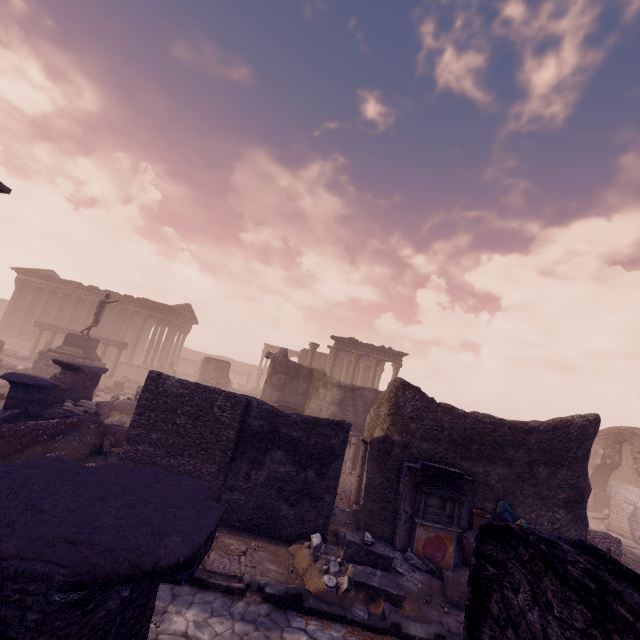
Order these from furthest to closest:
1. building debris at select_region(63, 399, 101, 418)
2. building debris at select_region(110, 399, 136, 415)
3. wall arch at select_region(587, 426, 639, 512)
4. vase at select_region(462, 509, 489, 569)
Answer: wall arch at select_region(587, 426, 639, 512) < building debris at select_region(110, 399, 136, 415) < building debris at select_region(63, 399, 101, 418) < vase at select_region(462, 509, 489, 569)

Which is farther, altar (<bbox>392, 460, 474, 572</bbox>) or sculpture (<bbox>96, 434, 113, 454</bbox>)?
sculpture (<bbox>96, 434, 113, 454</bbox>)

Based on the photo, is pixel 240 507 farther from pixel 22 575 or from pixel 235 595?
pixel 22 575

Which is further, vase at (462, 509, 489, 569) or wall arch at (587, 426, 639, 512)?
wall arch at (587, 426, 639, 512)

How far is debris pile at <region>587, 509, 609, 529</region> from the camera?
17.4m

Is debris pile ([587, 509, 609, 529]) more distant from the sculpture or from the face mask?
the sculpture

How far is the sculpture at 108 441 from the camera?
9.7 meters

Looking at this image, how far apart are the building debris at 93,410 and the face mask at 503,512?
12.7 meters
